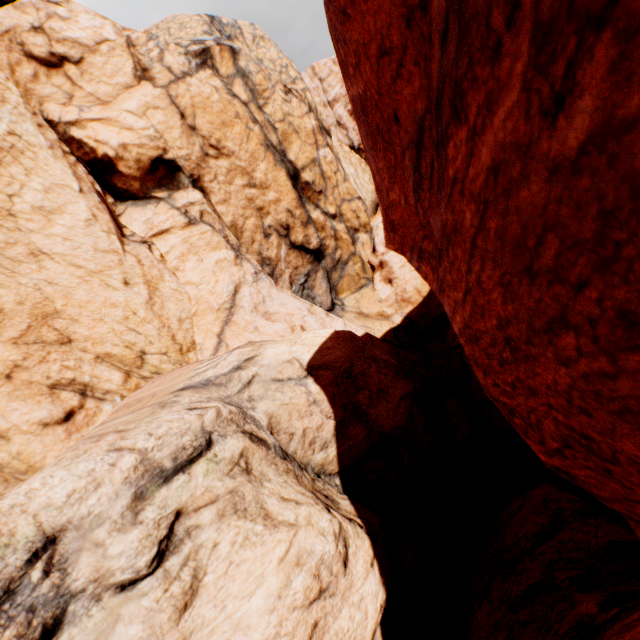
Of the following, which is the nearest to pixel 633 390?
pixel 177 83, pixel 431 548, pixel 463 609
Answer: pixel 431 548
